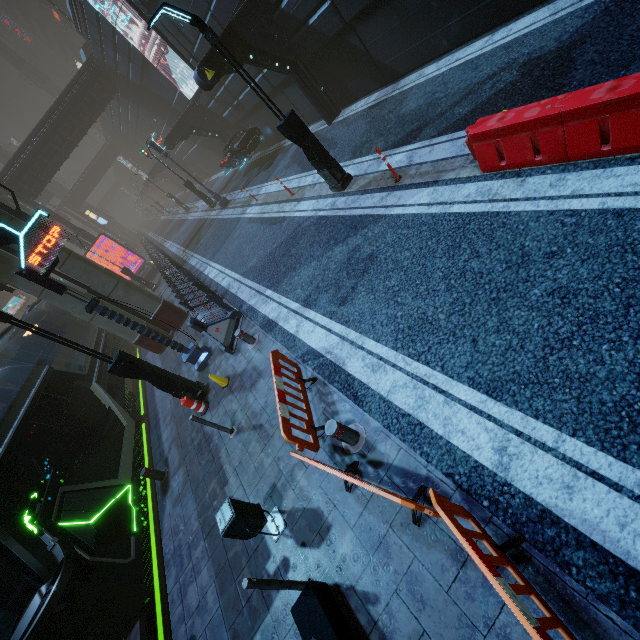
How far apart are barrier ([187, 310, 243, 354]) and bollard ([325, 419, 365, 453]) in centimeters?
511cm

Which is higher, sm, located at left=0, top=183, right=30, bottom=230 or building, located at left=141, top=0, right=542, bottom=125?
sm, located at left=0, top=183, right=30, bottom=230

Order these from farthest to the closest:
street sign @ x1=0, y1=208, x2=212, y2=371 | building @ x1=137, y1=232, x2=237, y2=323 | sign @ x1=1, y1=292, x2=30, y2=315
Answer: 1. sign @ x1=1, y1=292, x2=30, y2=315
2. building @ x1=137, y1=232, x2=237, y2=323
3. street sign @ x1=0, y1=208, x2=212, y2=371

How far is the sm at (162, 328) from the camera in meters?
13.1 m

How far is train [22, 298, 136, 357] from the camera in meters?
14.9

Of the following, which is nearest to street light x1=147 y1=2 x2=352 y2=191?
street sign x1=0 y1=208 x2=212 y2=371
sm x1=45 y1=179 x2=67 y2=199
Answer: street sign x1=0 y1=208 x2=212 y2=371

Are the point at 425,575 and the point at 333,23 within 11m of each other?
no

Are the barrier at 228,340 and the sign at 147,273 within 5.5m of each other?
no
